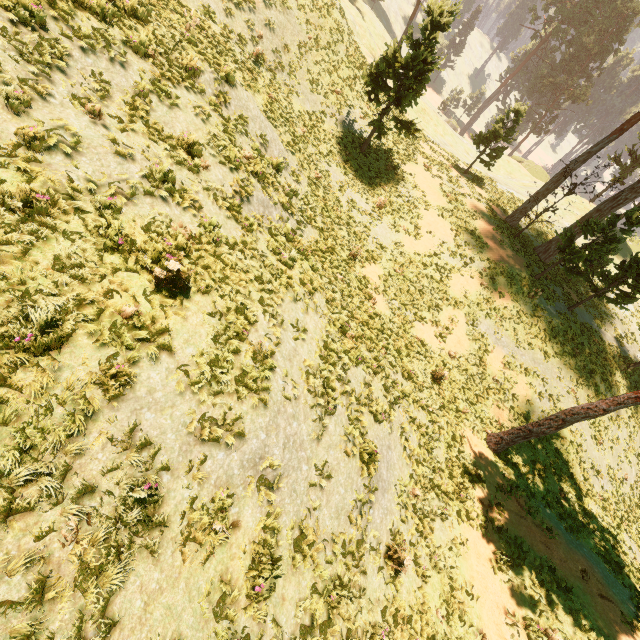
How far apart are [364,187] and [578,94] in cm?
6171

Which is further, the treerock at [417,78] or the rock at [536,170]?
the rock at [536,170]

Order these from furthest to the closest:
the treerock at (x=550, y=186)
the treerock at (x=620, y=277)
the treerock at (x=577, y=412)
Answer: the treerock at (x=550, y=186) → the treerock at (x=620, y=277) → the treerock at (x=577, y=412)

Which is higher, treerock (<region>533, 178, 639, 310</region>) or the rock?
treerock (<region>533, 178, 639, 310</region>)

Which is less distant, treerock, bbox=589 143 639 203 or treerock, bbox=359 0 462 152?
treerock, bbox=359 0 462 152

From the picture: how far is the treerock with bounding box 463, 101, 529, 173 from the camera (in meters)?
25.21
